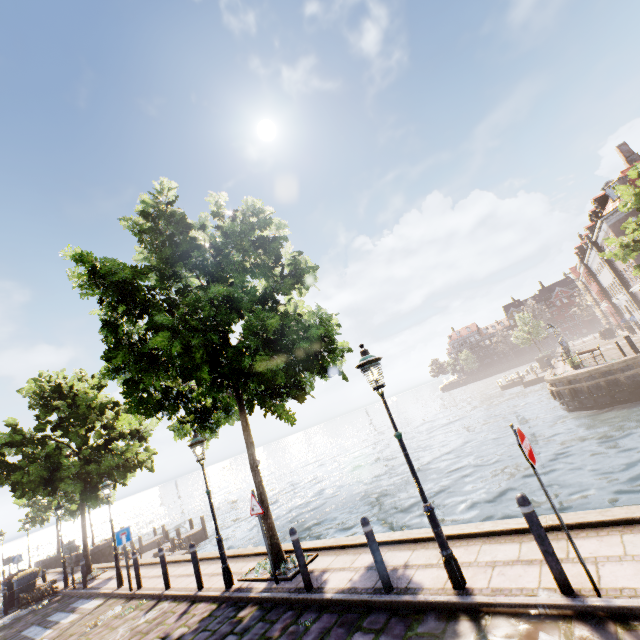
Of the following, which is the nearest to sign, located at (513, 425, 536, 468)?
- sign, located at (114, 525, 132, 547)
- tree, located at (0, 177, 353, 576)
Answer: tree, located at (0, 177, 353, 576)

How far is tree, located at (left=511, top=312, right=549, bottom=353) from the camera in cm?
4822

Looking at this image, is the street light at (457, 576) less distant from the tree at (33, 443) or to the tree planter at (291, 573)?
the tree planter at (291, 573)

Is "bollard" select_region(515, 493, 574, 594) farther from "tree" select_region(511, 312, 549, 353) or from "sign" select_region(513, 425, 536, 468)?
"tree" select_region(511, 312, 549, 353)

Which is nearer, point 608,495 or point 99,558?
point 608,495

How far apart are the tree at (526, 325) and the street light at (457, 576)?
52.78m

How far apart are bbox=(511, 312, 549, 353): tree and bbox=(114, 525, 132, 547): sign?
54.5m

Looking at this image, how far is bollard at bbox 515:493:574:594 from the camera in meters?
3.9 m
